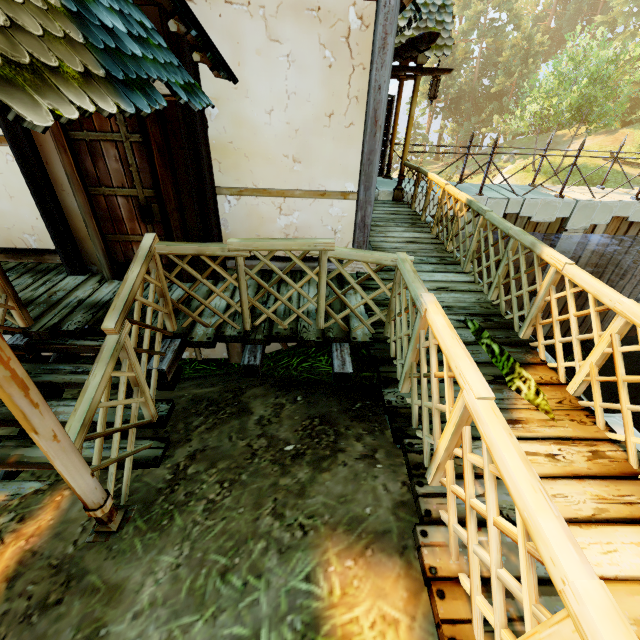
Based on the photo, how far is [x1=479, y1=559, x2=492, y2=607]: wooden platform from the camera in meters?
1.7

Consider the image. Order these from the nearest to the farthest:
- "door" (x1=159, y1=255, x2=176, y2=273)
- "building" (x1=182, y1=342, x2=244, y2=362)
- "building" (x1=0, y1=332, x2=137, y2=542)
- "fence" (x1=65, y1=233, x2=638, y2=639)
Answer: "fence" (x1=65, y1=233, x2=638, y2=639), "building" (x1=0, y1=332, x2=137, y2=542), "door" (x1=159, y1=255, x2=176, y2=273), "building" (x1=182, y1=342, x2=244, y2=362)

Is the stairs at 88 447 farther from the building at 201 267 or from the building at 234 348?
the building at 234 348

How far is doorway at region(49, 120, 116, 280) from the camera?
3.5m

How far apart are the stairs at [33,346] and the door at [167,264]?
1.13m

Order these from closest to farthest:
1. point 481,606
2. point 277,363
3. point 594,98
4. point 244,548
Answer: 1. point 481,606
2. point 244,548
3. point 277,363
4. point 594,98

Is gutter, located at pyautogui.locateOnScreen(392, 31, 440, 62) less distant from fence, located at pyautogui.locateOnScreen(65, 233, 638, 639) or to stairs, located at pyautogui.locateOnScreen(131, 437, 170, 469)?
fence, located at pyautogui.locateOnScreen(65, 233, 638, 639)

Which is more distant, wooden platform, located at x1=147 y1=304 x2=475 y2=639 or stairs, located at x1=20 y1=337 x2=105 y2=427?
stairs, located at x1=20 y1=337 x2=105 y2=427
